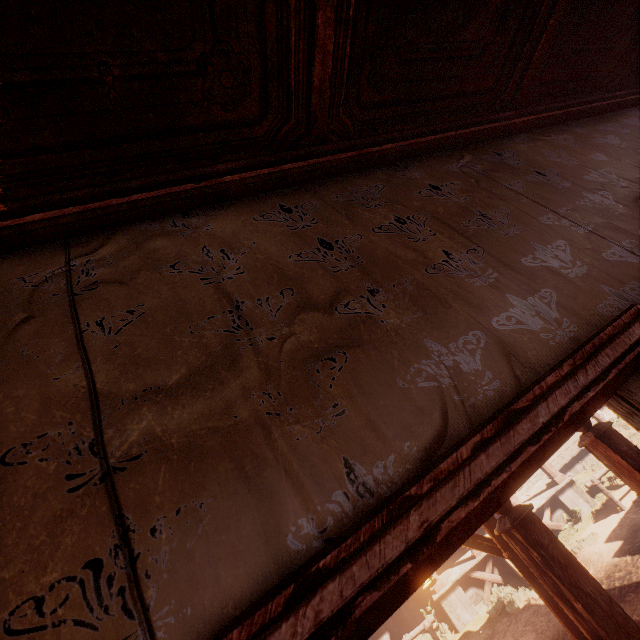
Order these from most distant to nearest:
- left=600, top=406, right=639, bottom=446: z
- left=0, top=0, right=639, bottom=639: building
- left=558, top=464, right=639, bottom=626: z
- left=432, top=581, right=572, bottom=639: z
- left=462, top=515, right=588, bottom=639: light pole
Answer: left=600, top=406, right=639, bottom=446: z
left=432, top=581, right=572, bottom=639: z
left=558, top=464, right=639, bottom=626: z
left=462, top=515, right=588, bottom=639: light pole
left=0, top=0, right=639, bottom=639: building

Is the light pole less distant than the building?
No

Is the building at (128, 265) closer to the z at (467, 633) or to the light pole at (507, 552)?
the z at (467, 633)

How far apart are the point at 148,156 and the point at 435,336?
1.5m

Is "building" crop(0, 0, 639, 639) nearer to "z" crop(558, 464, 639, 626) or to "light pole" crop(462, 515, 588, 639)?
"z" crop(558, 464, 639, 626)

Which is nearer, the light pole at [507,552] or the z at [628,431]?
the light pole at [507,552]

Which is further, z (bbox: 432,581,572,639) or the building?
z (bbox: 432,581,572,639)
